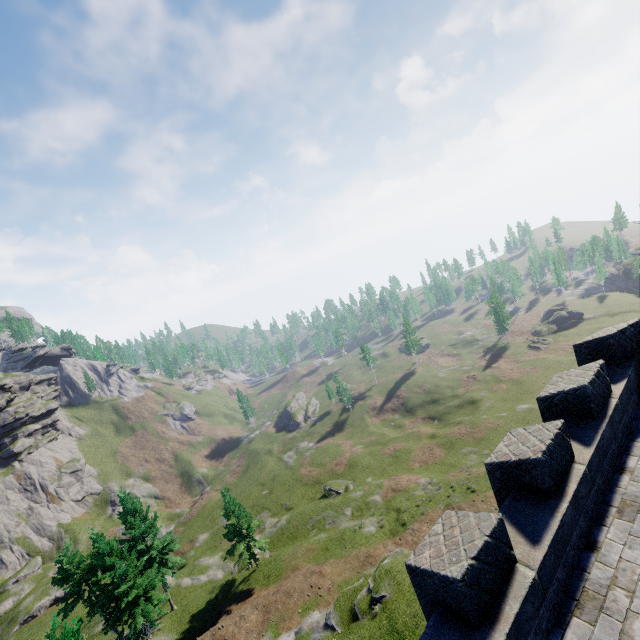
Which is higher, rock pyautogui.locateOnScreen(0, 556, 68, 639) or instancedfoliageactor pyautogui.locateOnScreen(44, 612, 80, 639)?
instancedfoliageactor pyautogui.locateOnScreen(44, 612, 80, 639)

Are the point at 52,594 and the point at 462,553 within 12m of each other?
no

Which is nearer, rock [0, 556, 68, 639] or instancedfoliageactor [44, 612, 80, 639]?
instancedfoliageactor [44, 612, 80, 639]

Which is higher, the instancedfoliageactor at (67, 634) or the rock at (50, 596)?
the instancedfoliageactor at (67, 634)

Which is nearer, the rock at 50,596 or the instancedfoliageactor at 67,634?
the instancedfoliageactor at 67,634
